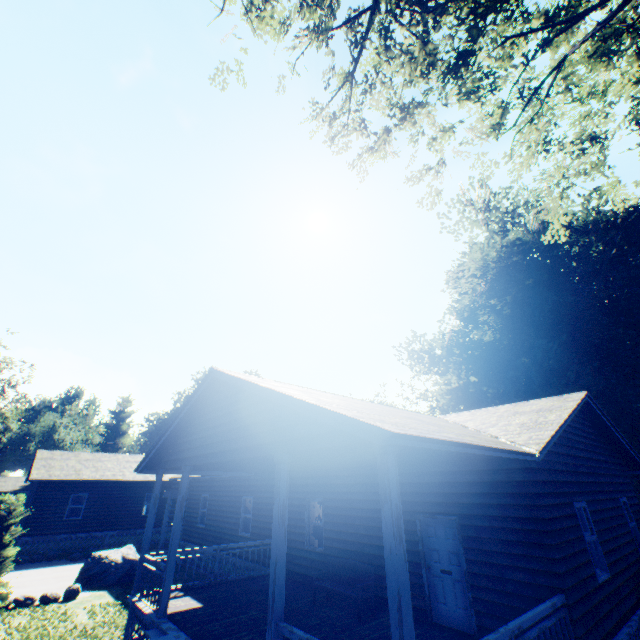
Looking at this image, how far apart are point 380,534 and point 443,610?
2.21m

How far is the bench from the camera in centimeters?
812cm

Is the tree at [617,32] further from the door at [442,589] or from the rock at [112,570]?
the rock at [112,570]

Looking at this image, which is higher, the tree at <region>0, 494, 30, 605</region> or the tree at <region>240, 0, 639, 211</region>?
the tree at <region>240, 0, 639, 211</region>

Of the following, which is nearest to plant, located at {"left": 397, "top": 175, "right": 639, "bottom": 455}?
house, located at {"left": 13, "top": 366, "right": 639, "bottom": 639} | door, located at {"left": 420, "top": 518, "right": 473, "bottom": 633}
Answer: house, located at {"left": 13, "top": 366, "right": 639, "bottom": 639}

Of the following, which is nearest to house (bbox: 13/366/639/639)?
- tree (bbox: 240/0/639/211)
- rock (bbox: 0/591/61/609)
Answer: rock (bbox: 0/591/61/609)

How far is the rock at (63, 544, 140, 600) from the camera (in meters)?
13.03

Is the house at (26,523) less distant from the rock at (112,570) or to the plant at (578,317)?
the rock at (112,570)
